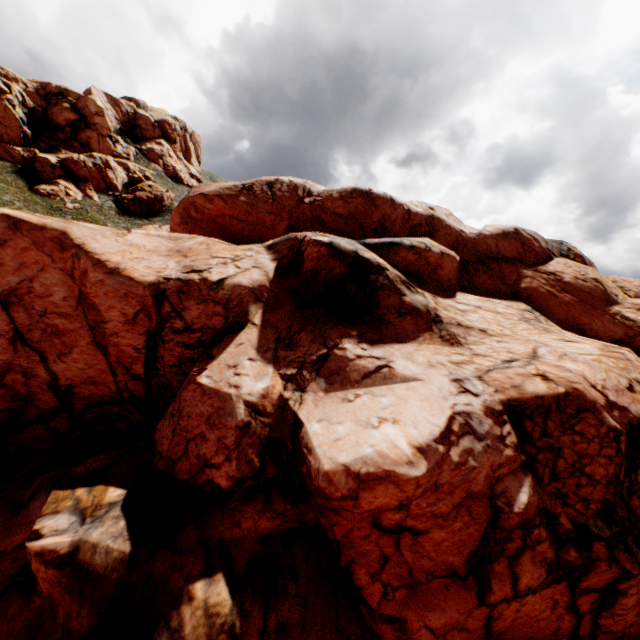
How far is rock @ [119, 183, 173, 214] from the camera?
53.8m

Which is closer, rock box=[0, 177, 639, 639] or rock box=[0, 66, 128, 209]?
rock box=[0, 177, 639, 639]

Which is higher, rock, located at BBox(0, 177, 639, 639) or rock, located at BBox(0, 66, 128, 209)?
rock, located at BBox(0, 66, 128, 209)

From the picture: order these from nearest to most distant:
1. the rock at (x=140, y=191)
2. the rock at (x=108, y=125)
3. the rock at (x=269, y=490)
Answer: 1. the rock at (x=269, y=490)
2. the rock at (x=108, y=125)
3. the rock at (x=140, y=191)

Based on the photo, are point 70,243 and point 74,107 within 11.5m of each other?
no

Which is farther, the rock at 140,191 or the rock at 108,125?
the rock at 140,191

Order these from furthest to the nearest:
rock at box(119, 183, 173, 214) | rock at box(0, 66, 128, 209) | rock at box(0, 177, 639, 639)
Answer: rock at box(119, 183, 173, 214) < rock at box(0, 66, 128, 209) < rock at box(0, 177, 639, 639)
